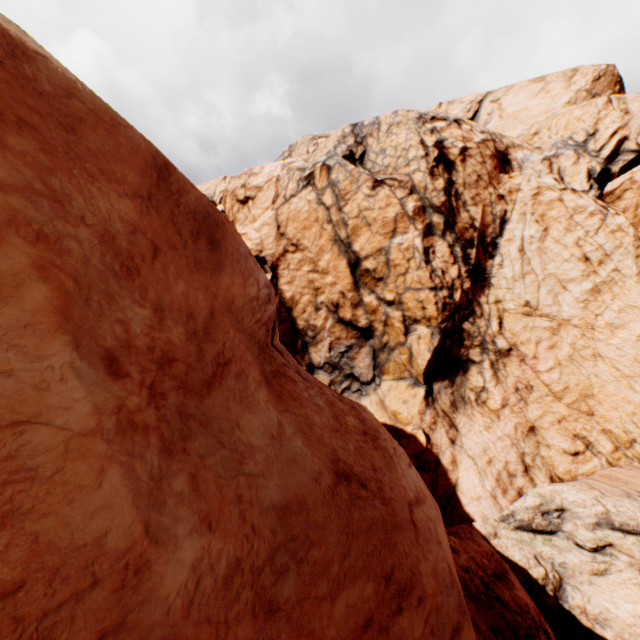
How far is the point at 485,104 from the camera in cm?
5338
